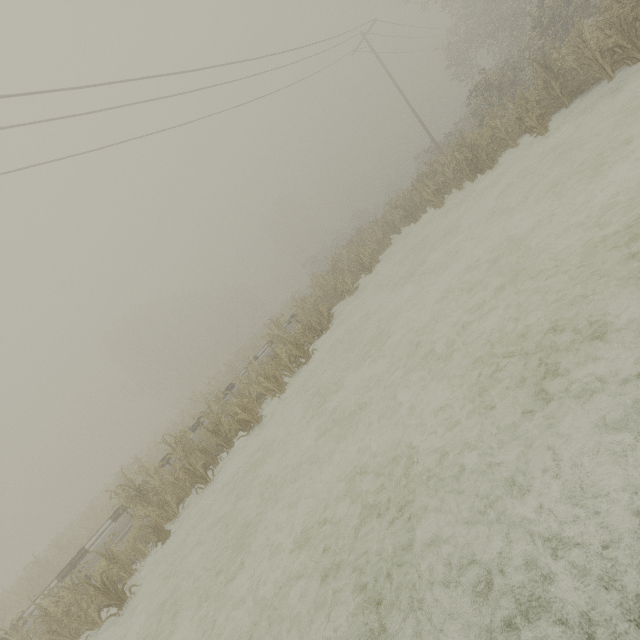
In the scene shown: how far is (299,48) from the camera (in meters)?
16.47
